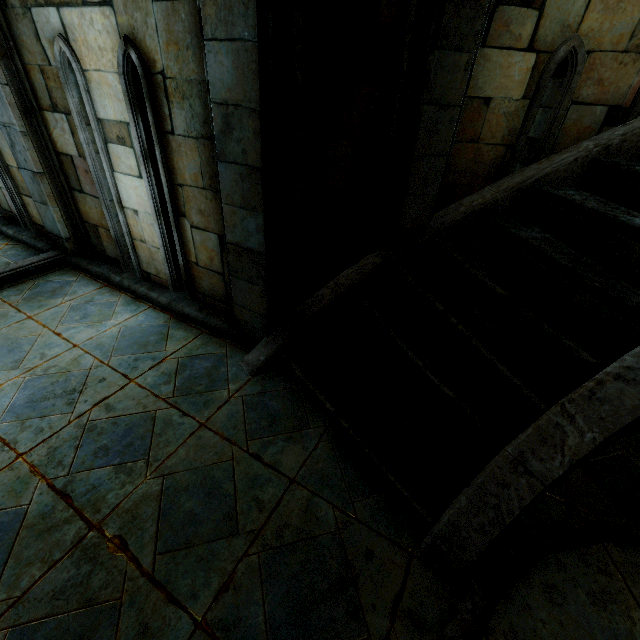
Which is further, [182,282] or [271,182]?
[182,282]
